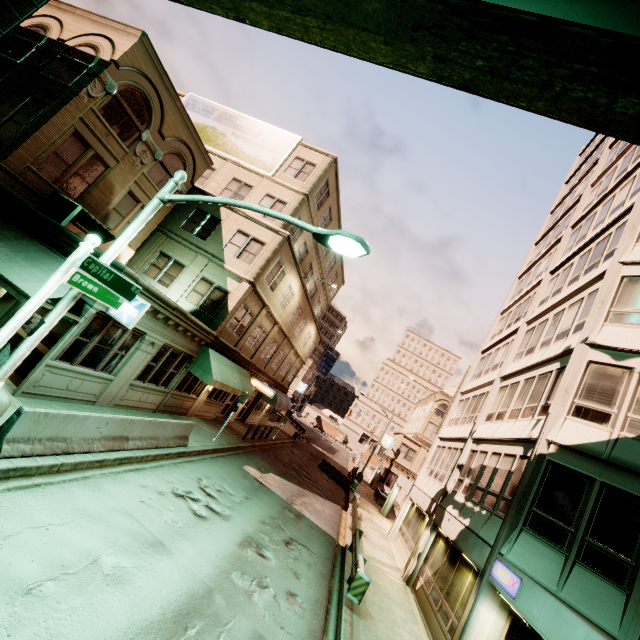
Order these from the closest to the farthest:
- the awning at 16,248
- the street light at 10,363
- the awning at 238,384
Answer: the street light at 10,363
the awning at 16,248
the awning at 238,384

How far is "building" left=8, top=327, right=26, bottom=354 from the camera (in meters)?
10.30

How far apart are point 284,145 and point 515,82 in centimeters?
2050cm

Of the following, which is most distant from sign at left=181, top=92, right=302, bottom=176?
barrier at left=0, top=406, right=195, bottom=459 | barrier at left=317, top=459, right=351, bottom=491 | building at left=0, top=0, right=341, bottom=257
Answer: barrier at left=317, top=459, right=351, bottom=491

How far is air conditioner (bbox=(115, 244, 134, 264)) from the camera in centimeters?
1517cm

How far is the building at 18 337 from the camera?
10.3 meters

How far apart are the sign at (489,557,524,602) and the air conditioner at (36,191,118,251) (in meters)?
18.20
